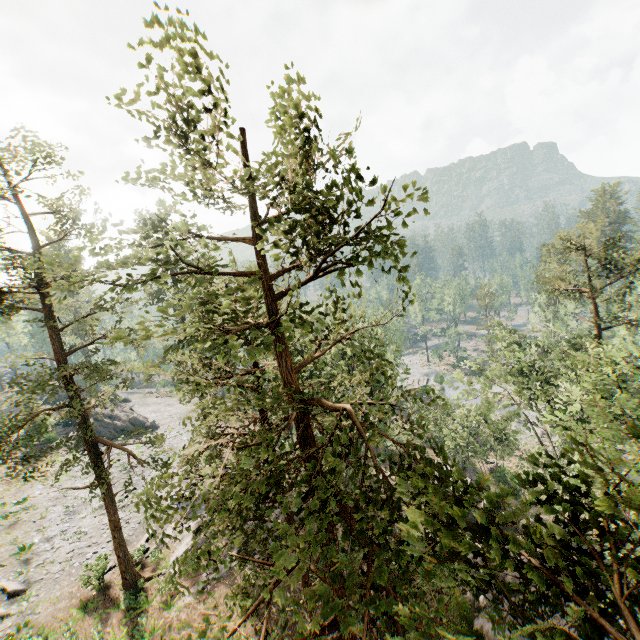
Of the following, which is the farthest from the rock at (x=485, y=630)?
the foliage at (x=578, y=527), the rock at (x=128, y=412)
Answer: the rock at (x=128, y=412)

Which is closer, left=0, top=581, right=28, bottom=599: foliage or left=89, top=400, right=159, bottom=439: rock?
left=0, top=581, right=28, bottom=599: foliage

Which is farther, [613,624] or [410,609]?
[410,609]

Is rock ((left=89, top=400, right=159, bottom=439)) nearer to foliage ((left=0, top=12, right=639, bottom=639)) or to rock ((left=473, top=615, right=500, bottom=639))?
foliage ((left=0, top=12, right=639, bottom=639))

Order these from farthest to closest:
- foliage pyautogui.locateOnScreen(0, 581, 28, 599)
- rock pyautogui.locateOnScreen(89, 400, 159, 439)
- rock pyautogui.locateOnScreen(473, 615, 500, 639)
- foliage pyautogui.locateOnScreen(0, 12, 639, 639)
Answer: rock pyautogui.locateOnScreen(89, 400, 159, 439), foliage pyautogui.locateOnScreen(0, 581, 28, 599), rock pyautogui.locateOnScreen(473, 615, 500, 639), foliage pyautogui.locateOnScreen(0, 12, 639, 639)

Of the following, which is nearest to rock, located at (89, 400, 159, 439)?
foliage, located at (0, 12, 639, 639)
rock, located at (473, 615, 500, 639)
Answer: foliage, located at (0, 12, 639, 639)

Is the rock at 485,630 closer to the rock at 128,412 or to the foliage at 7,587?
the foliage at 7,587
